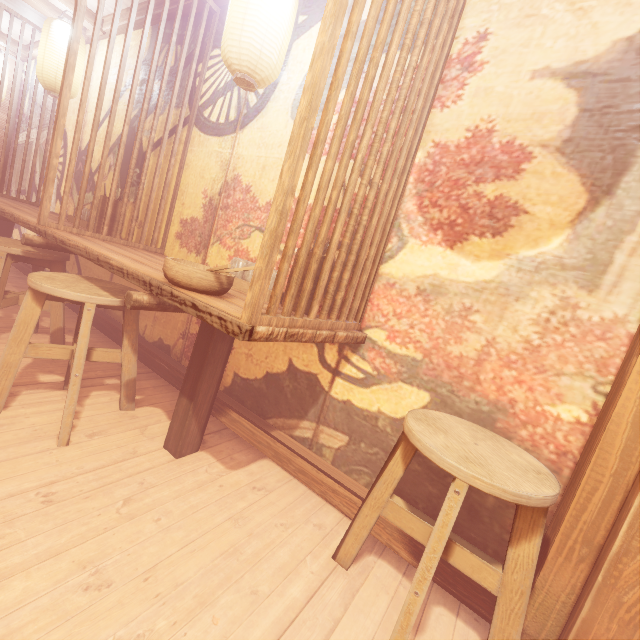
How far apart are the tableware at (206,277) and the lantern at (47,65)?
5.8m

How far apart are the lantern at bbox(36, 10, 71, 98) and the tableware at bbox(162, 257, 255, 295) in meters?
5.8 m

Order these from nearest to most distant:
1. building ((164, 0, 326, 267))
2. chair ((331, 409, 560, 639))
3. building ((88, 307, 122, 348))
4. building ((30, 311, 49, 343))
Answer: chair ((331, 409, 560, 639))
building ((164, 0, 326, 267))
building ((30, 311, 49, 343))
building ((88, 307, 122, 348))

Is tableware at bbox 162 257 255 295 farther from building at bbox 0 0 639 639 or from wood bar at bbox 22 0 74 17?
wood bar at bbox 22 0 74 17

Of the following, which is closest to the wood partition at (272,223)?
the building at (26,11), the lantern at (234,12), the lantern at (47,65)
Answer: the building at (26,11)

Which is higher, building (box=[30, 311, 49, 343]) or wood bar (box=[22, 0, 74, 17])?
wood bar (box=[22, 0, 74, 17])

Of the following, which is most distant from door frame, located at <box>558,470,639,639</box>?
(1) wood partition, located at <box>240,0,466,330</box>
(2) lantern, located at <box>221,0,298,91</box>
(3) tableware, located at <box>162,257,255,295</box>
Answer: (2) lantern, located at <box>221,0,298,91</box>

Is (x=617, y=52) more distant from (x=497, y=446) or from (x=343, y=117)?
(x=497, y=446)
